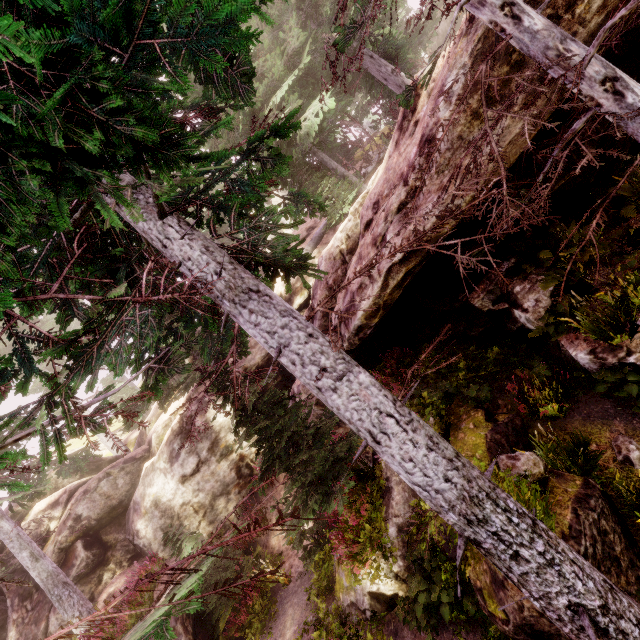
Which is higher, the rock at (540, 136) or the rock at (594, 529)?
the rock at (540, 136)

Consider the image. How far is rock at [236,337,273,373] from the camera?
16.4 meters

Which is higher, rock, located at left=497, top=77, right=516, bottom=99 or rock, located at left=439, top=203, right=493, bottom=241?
rock, located at left=497, top=77, right=516, bottom=99

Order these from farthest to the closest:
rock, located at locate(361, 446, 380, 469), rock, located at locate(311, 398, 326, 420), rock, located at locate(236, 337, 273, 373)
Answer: rock, located at locate(236, 337, 273, 373)
rock, located at locate(311, 398, 326, 420)
rock, located at locate(361, 446, 380, 469)

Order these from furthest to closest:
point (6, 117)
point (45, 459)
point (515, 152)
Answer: point (515, 152)
point (45, 459)
point (6, 117)

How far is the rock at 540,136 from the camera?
5.12m

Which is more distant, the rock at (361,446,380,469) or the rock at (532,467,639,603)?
the rock at (361,446,380,469)
